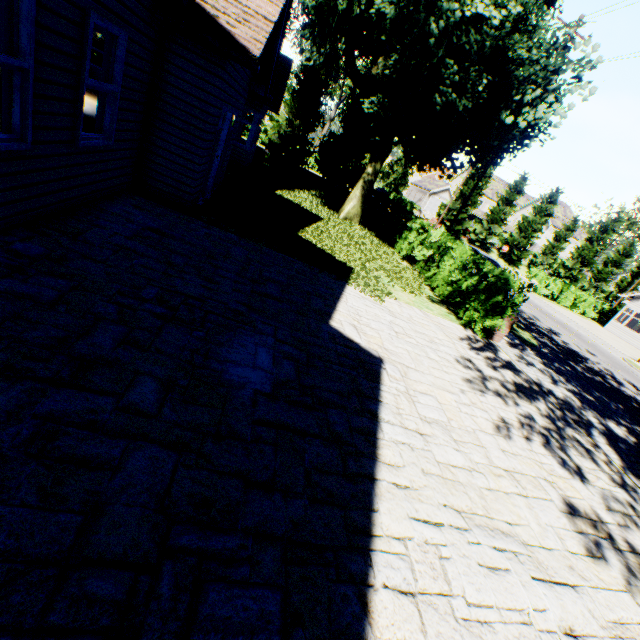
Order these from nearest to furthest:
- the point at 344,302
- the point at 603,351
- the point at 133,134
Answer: the point at 133,134 → the point at 344,302 → the point at 603,351
